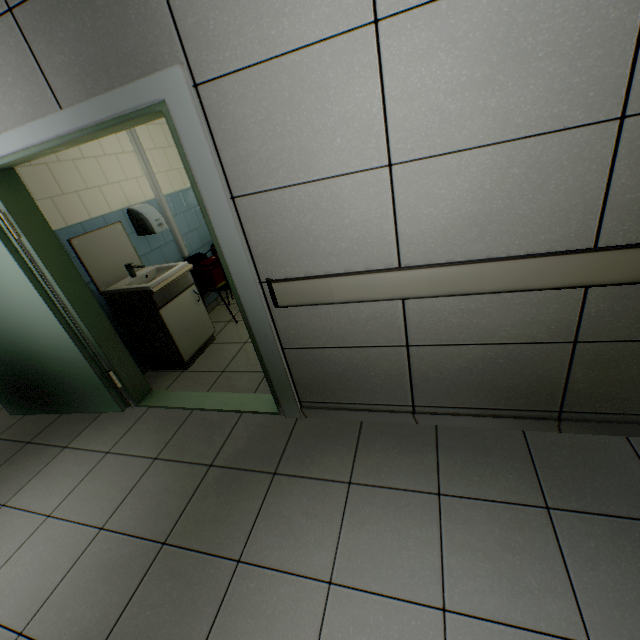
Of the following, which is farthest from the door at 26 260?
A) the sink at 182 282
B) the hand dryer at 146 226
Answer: the hand dryer at 146 226

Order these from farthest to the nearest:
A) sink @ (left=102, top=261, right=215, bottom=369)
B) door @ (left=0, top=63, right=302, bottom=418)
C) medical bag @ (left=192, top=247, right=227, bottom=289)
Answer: medical bag @ (left=192, top=247, right=227, bottom=289), sink @ (left=102, top=261, right=215, bottom=369), door @ (left=0, top=63, right=302, bottom=418)

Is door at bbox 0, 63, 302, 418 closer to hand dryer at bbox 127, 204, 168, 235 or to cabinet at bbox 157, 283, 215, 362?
cabinet at bbox 157, 283, 215, 362

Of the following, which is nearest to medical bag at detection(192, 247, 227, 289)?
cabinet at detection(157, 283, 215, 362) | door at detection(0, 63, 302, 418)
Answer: cabinet at detection(157, 283, 215, 362)

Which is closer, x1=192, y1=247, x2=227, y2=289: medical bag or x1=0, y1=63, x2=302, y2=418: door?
x1=0, y1=63, x2=302, y2=418: door

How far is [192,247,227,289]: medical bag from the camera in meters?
3.8

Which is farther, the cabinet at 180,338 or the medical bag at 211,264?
→ the medical bag at 211,264

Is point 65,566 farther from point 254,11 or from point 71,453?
point 254,11
